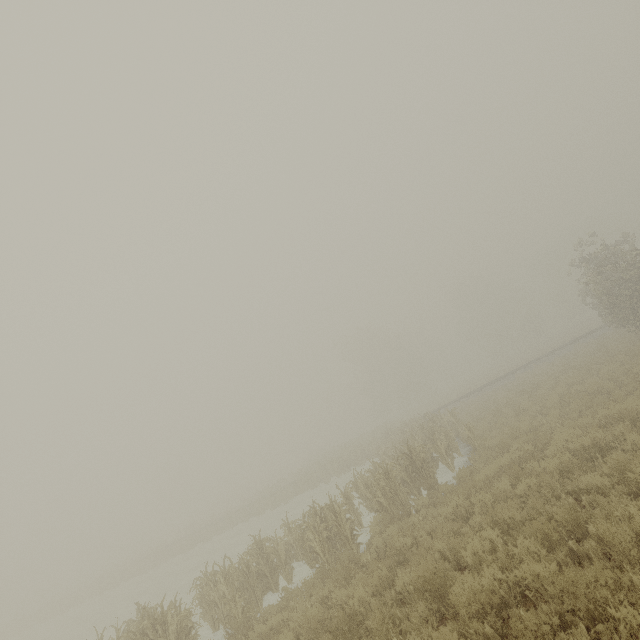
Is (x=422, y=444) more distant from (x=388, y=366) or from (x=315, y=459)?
(x=388, y=366)
